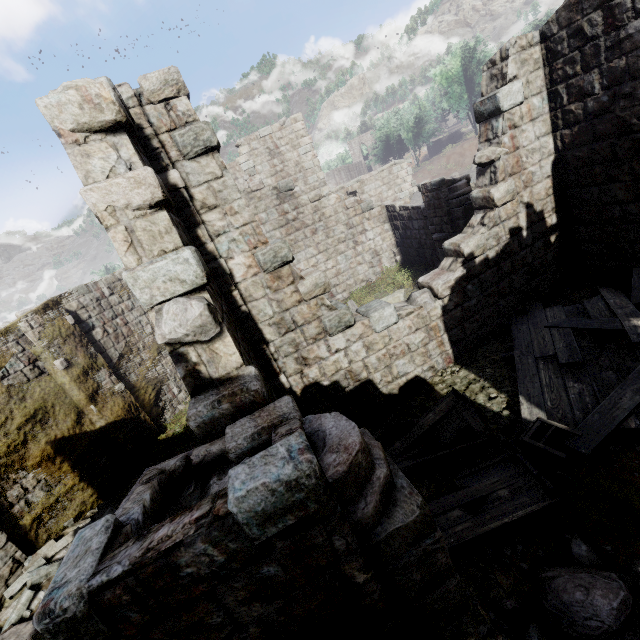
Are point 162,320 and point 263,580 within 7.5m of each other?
yes

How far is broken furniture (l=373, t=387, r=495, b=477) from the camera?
5.95m

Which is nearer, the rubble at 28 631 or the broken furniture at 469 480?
the broken furniture at 469 480

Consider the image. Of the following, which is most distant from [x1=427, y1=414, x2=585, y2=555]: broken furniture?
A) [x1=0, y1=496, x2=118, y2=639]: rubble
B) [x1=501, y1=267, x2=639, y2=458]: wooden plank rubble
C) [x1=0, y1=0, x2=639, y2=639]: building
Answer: [x1=0, y1=496, x2=118, y2=639]: rubble

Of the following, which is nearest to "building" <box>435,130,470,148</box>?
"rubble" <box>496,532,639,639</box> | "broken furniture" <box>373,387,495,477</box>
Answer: "rubble" <box>496,532,639,639</box>

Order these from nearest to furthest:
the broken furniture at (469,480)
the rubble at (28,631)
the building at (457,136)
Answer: the broken furniture at (469,480) < the rubble at (28,631) < the building at (457,136)

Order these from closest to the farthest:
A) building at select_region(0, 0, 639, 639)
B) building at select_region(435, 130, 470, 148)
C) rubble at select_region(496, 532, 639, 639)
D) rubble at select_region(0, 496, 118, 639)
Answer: building at select_region(0, 0, 639, 639)
rubble at select_region(496, 532, 639, 639)
rubble at select_region(0, 496, 118, 639)
building at select_region(435, 130, 470, 148)
